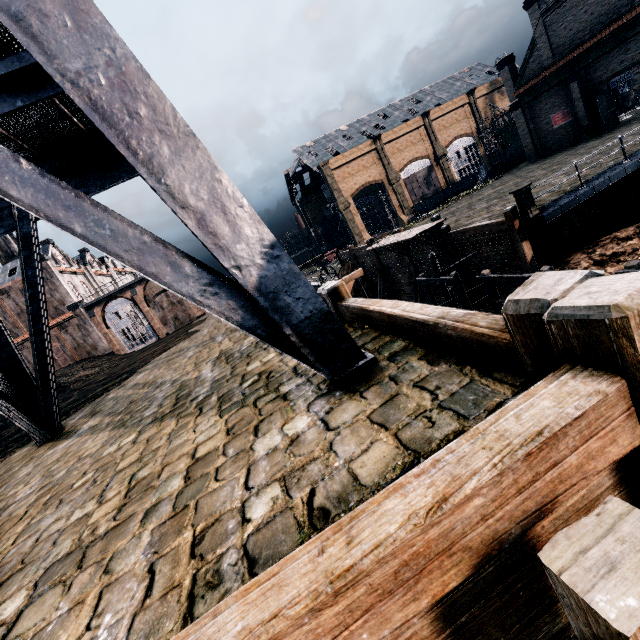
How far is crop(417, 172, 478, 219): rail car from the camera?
56.4m

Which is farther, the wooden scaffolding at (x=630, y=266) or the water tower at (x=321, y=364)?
the wooden scaffolding at (x=630, y=266)

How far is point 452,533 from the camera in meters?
1.4 m

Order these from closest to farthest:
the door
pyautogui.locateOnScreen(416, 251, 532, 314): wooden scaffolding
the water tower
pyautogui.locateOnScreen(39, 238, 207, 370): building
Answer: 1. the water tower
2. pyautogui.locateOnScreen(416, 251, 532, 314): wooden scaffolding
3. the door
4. pyautogui.locateOnScreen(39, 238, 207, 370): building

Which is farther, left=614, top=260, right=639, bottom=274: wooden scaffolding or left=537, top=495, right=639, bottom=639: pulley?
left=614, top=260, right=639, bottom=274: wooden scaffolding

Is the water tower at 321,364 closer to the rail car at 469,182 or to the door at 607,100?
the door at 607,100

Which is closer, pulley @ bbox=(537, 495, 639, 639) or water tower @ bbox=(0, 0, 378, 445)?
pulley @ bbox=(537, 495, 639, 639)

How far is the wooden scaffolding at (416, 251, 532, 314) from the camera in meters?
10.6 m
